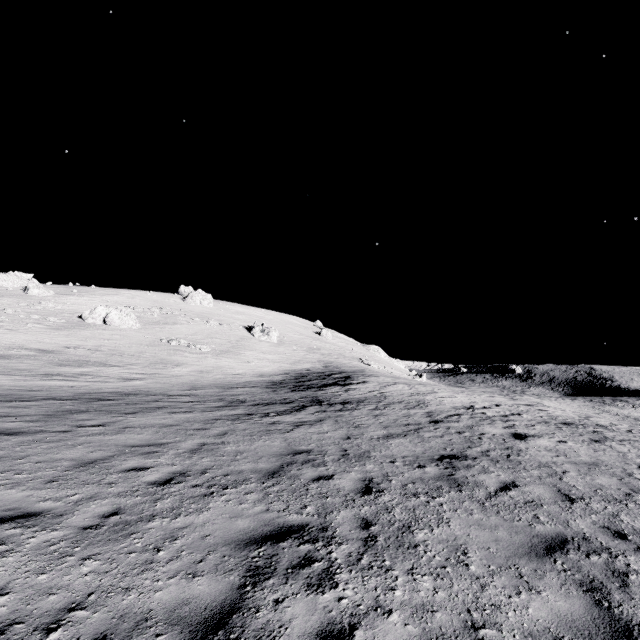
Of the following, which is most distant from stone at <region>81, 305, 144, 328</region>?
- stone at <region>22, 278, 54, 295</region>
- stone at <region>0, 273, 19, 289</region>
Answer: stone at <region>0, 273, 19, 289</region>

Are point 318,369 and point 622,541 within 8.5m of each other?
no

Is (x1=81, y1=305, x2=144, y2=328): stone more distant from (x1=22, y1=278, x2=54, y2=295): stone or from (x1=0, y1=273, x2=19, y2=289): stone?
(x1=0, y1=273, x2=19, y2=289): stone

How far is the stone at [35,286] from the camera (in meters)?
53.91

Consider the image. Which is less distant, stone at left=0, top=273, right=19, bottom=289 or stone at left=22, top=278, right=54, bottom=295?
stone at left=22, top=278, right=54, bottom=295

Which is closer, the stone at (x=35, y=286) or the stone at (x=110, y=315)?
the stone at (x=110, y=315)

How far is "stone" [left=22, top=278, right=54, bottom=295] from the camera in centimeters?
5391cm
